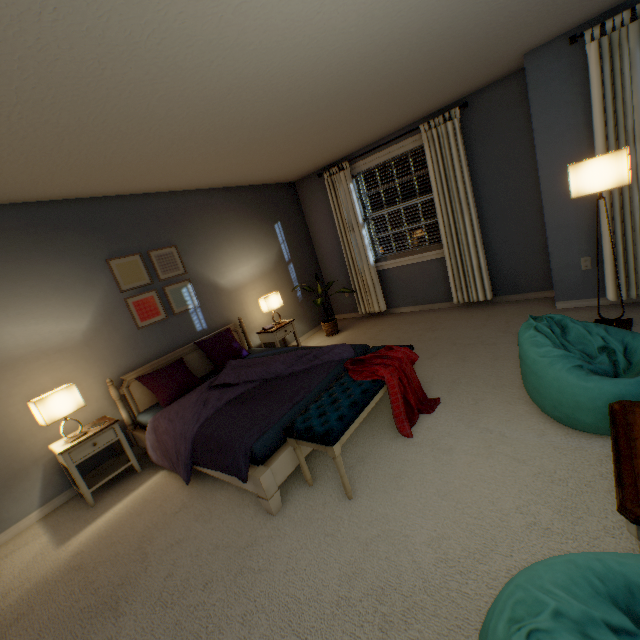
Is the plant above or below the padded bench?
below

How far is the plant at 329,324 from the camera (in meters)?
4.61

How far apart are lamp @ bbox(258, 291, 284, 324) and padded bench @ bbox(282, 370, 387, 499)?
1.9m

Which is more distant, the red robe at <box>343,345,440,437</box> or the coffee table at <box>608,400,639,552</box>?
the red robe at <box>343,345,440,437</box>

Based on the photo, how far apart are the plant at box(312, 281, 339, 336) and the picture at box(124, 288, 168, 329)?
1.92m

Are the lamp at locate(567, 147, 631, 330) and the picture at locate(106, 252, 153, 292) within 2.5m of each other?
no

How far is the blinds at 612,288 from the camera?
2.9m

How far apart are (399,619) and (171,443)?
2.0 meters
